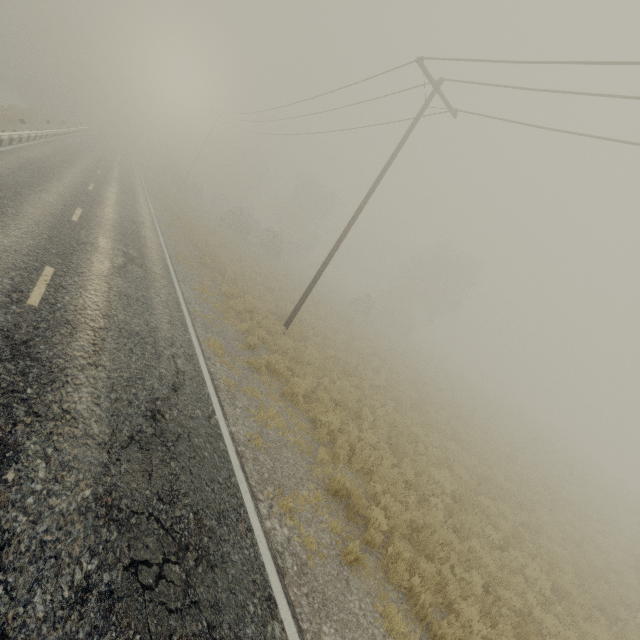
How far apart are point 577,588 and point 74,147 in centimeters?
4171cm
